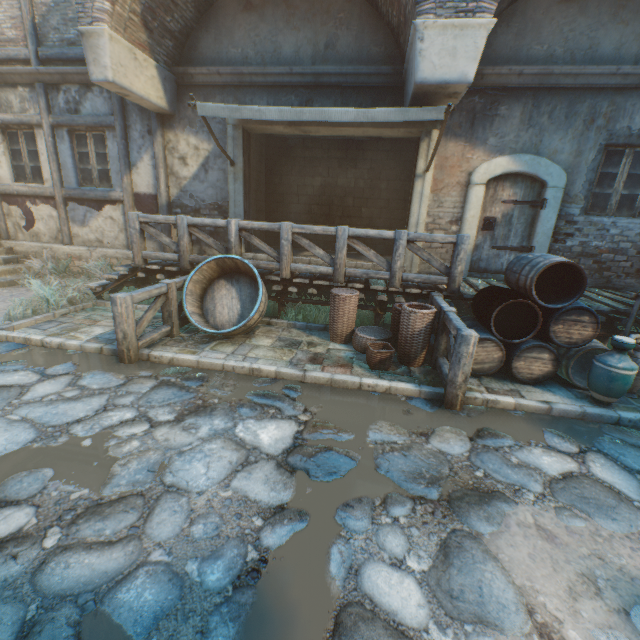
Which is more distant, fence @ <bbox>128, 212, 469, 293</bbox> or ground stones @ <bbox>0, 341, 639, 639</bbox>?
fence @ <bbox>128, 212, 469, 293</bbox>

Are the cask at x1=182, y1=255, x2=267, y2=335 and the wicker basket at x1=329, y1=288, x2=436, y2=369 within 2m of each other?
yes

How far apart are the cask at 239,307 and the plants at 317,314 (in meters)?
0.58

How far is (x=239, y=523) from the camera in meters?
2.3

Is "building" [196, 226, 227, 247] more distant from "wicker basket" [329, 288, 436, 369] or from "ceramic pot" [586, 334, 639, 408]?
"ceramic pot" [586, 334, 639, 408]

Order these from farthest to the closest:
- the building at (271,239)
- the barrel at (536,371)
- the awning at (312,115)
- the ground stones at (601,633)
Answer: the building at (271,239)
the awning at (312,115)
the barrel at (536,371)
the ground stones at (601,633)

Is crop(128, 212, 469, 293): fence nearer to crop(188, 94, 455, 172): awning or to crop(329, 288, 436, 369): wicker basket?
crop(329, 288, 436, 369): wicker basket

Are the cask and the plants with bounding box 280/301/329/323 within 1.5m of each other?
yes
